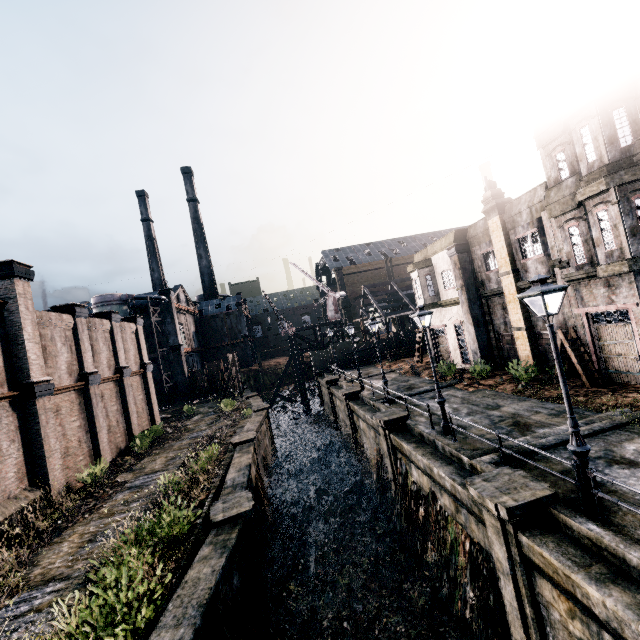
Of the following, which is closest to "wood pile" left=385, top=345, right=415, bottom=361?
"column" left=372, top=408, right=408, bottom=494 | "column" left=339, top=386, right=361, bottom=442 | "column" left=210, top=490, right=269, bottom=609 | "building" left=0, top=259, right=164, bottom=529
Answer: "column" left=339, top=386, right=361, bottom=442

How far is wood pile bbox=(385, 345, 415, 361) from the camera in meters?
39.7

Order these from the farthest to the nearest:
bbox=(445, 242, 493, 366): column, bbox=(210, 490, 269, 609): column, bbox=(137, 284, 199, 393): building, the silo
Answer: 1. bbox=(137, 284, 199, 393): building
2. the silo
3. bbox=(445, 242, 493, 366): column
4. bbox=(210, 490, 269, 609): column

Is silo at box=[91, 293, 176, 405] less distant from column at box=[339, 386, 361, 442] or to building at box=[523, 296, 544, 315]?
column at box=[339, 386, 361, 442]

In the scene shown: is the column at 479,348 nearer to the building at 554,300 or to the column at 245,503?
the building at 554,300

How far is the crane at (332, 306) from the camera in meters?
51.3

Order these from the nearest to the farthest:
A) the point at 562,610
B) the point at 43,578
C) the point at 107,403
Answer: the point at 562,610 → the point at 43,578 → the point at 107,403

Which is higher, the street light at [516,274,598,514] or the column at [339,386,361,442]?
the street light at [516,274,598,514]
